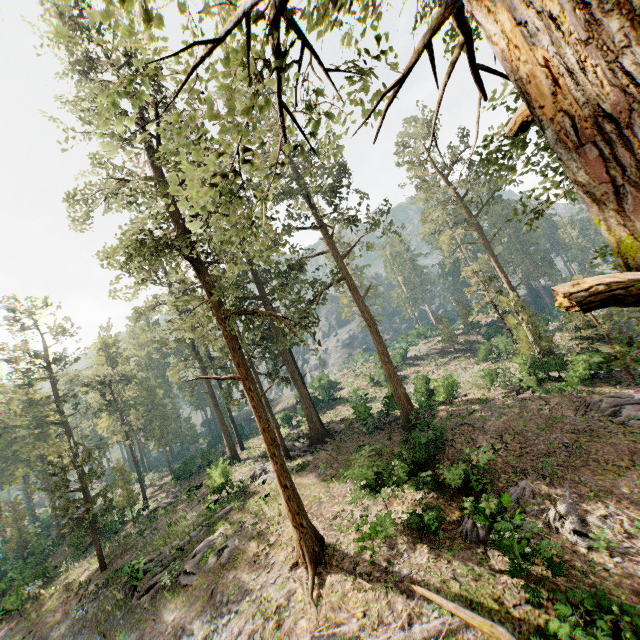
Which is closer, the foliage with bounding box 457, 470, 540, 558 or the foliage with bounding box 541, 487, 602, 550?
the foliage with bounding box 457, 470, 540, 558

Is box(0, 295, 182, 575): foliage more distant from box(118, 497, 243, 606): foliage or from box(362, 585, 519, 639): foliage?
box(118, 497, 243, 606): foliage

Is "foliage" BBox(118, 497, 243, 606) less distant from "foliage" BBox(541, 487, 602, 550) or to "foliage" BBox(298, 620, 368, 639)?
"foliage" BBox(298, 620, 368, 639)

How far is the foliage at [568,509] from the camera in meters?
13.2 m

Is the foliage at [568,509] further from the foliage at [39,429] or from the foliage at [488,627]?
the foliage at [39,429]

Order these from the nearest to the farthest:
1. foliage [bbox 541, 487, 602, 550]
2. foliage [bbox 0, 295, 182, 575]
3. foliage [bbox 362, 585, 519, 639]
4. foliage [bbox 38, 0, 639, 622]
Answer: foliage [bbox 38, 0, 639, 622], foliage [bbox 362, 585, 519, 639], foliage [bbox 541, 487, 602, 550], foliage [bbox 0, 295, 182, 575]

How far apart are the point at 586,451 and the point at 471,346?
39.0m
